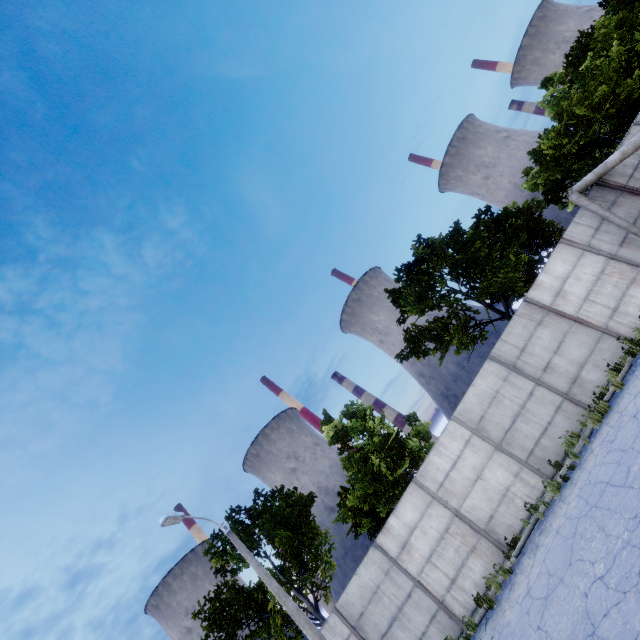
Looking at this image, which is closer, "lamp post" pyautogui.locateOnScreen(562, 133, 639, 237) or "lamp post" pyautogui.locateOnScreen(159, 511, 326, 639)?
"lamp post" pyautogui.locateOnScreen(159, 511, 326, 639)

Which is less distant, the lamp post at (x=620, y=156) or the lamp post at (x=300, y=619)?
the lamp post at (x=300, y=619)

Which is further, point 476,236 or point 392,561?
point 476,236
